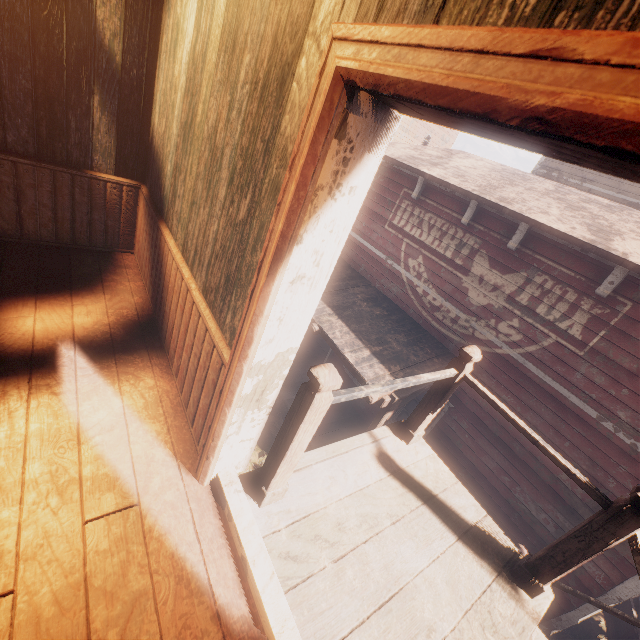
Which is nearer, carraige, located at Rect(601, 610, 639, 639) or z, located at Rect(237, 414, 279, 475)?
carraige, located at Rect(601, 610, 639, 639)

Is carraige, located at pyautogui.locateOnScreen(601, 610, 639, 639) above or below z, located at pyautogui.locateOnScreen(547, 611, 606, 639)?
above

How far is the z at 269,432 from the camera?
7.6 meters

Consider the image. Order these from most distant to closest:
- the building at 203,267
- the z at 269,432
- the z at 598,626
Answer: the z at 269,432 → the z at 598,626 → the building at 203,267

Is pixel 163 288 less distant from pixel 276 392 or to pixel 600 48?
pixel 276 392

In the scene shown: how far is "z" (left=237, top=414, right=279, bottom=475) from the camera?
7.6m

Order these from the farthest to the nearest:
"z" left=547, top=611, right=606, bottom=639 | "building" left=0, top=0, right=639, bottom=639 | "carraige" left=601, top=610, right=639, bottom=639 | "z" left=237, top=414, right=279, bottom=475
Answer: "z" left=237, top=414, right=279, bottom=475 → "z" left=547, top=611, right=606, bottom=639 → "carraige" left=601, top=610, right=639, bottom=639 → "building" left=0, top=0, right=639, bottom=639

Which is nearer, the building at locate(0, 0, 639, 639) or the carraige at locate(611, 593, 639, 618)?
the building at locate(0, 0, 639, 639)
